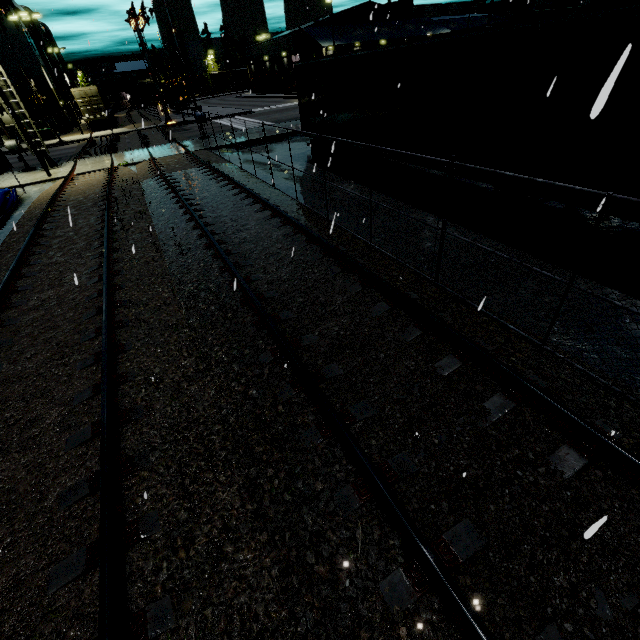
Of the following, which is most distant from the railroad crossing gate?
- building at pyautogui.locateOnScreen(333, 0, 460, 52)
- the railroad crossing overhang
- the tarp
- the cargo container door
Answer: the cargo container door

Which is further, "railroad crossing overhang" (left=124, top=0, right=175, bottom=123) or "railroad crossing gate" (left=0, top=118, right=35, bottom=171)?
"railroad crossing overhang" (left=124, top=0, right=175, bottom=123)

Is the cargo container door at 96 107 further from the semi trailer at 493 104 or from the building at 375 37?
the building at 375 37

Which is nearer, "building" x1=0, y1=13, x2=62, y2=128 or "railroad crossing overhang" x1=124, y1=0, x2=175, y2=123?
"railroad crossing overhang" x1=124, y1=0, x2=175, y2=123

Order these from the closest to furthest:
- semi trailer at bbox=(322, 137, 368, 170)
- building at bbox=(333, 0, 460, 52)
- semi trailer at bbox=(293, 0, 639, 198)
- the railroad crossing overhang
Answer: semi trailer at bbox=(293, 0, 639, 198) → semi trailer at bbox=(322, 137, 368, 170) → the railroad crossing overhang → building at bbox=(333, 0, 460, 52)

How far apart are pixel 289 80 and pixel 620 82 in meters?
65.5 m

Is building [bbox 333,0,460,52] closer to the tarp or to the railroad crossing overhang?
the tarp

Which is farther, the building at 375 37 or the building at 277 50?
the building at 375 37
